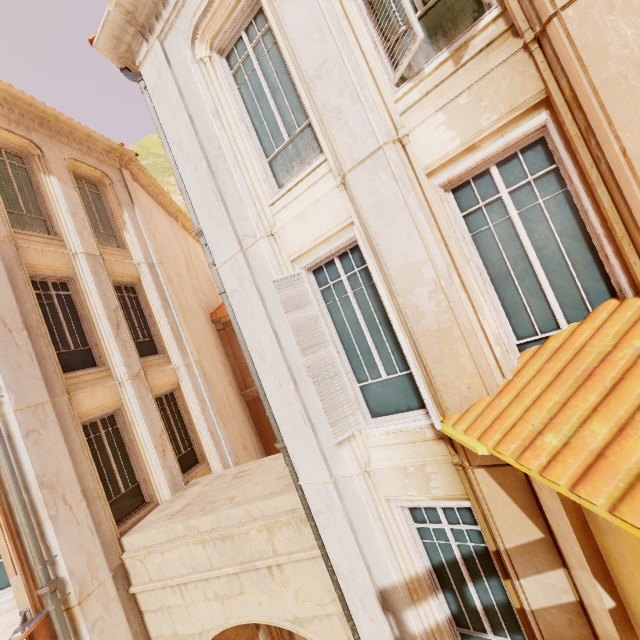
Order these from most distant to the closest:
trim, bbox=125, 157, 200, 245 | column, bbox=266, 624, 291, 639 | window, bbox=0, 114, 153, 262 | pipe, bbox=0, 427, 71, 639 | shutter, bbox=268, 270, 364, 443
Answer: trim, bbox=125, 157, 200, 245
column, bbox=266, 624, 291, 639
window, bbox=0, 114, 153, 262
pipe, bbox=0, 427, 71, 639
shutter, bbox=268, 270, 364, 443

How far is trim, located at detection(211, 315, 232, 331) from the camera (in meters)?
16.17

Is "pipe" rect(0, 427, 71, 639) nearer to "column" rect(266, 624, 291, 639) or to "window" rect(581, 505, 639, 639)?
"column" rect(266, 624, 291, 639)

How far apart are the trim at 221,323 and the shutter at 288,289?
11.80m

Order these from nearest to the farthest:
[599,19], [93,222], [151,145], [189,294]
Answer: [599,19]
[93,222]
[189,294]
[151,145]

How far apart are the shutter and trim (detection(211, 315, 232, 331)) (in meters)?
11.80

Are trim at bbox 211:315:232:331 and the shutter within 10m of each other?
no

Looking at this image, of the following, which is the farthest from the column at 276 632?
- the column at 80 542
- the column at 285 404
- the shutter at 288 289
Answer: the shutter at 288 289
